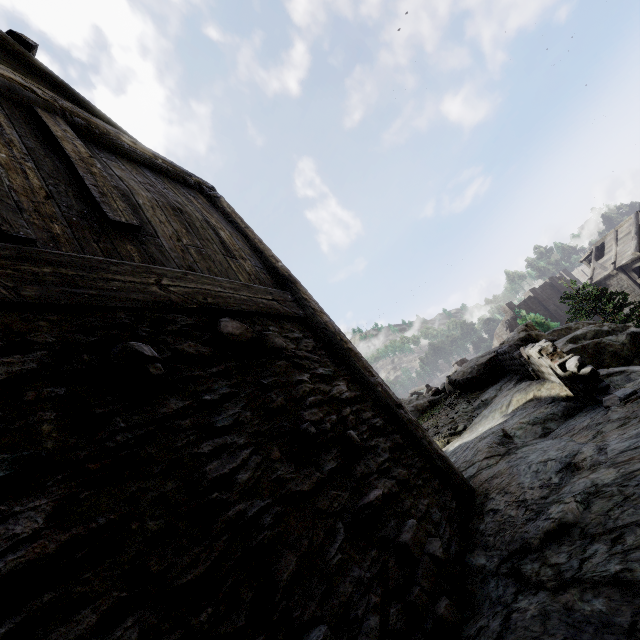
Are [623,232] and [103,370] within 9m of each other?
no

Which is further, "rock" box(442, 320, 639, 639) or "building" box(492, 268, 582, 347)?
"building" box(492, 268, 582, 347)

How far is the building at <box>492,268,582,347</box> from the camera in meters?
43.8 m

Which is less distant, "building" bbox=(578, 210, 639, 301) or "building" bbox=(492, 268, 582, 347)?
"building" bbox=(578, 210, 639, 301)

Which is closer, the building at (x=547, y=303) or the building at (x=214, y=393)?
the building at (x=214, y=393)

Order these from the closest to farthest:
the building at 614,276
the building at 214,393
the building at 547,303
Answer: the building at 214,393 → the building at 614,276 → the building at 547,303

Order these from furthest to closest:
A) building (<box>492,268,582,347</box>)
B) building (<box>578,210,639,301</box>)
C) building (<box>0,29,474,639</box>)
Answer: building (<box>492,268,582,347</box>)
building (<box>578,210,639,301</box>)
building (<box>0,29,474,639</box>)

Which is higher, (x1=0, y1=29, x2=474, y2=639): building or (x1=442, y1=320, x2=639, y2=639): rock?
(x1=0, y1=29, x2=474, y2=639): building
